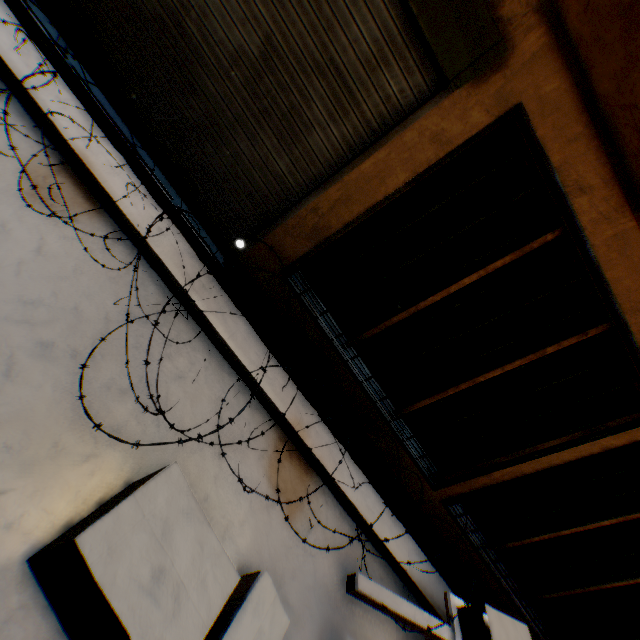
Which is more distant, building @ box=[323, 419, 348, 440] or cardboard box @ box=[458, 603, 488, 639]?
building @ box=[323, 419, 348, 440]

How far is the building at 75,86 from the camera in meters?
2.9 m

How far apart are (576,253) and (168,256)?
3.60m

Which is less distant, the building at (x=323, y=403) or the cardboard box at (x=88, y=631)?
the cardboard box at (x=88, y=631)

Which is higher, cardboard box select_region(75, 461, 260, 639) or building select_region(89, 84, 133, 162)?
cardboard box select_region(75, 461, 260, 639)

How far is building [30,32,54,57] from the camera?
2.8 meters

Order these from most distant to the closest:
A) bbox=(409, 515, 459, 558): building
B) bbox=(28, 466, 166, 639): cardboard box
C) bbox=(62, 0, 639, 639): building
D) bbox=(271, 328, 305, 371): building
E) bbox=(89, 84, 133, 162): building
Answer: bbox=(409, 515, 459, 558): building → bbox=(271, 328, 305, 371): building → bbox=(89, 84, 133, 162): building → bbox=(62, 0, 639, 639): building → bbox=(28, 466, 166, 639): cardboard box
